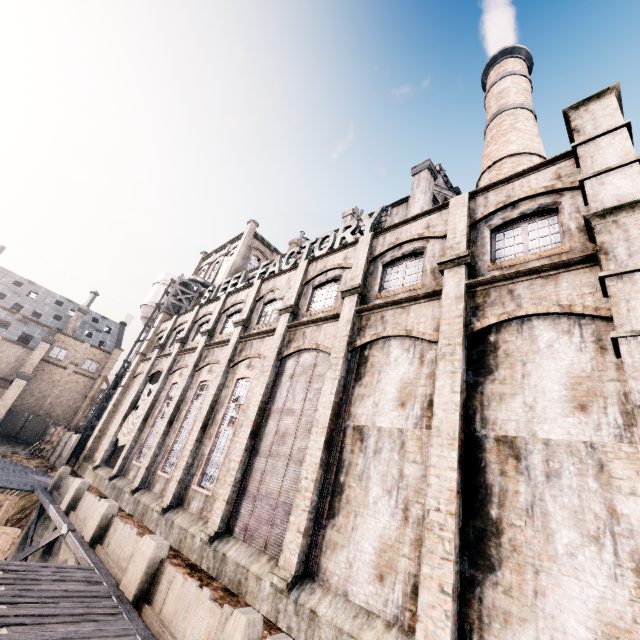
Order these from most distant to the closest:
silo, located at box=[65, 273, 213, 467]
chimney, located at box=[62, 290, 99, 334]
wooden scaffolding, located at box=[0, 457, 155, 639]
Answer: chimney, located at box=[62, 290, 99, 334] → silo, located at box=[65, 273, 213, 467] → wooden scaffolding, located at box=[0, 457, 155, 639]

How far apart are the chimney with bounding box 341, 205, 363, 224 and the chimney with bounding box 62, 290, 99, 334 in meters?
43.7 m

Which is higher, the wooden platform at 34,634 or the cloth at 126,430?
the cloth at 126,430

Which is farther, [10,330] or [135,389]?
[10,330]

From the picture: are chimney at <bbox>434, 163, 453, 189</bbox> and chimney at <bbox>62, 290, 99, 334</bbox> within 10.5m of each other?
no

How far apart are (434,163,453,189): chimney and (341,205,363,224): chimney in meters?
7.6 m

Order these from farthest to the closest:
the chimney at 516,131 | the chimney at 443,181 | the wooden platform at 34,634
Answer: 1. the chimney at 443,181
2. the chimney at 516,131
3. the wooden platform at 34,634

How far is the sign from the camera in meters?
24.4 m
